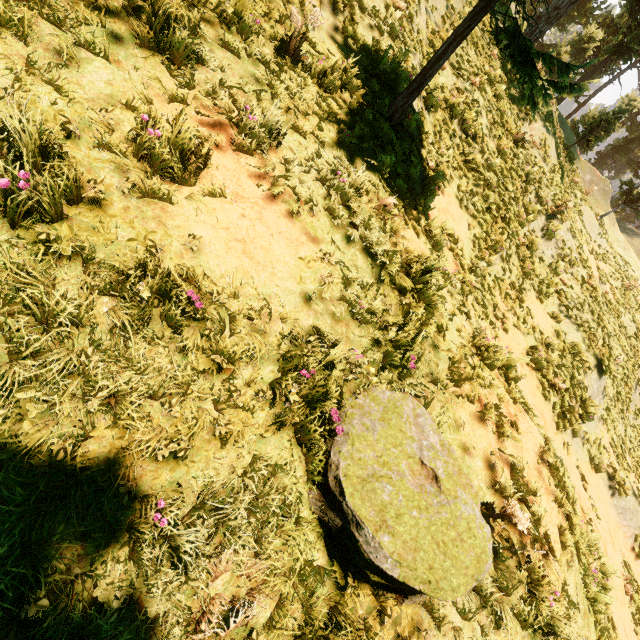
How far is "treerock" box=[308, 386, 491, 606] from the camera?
2.19m

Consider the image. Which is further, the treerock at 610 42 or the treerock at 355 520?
the treerock at 610 42

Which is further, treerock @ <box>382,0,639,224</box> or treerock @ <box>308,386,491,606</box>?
treerock @ <box>382,0,639,224</box>

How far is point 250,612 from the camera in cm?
203

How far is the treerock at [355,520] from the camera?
2.2 meters

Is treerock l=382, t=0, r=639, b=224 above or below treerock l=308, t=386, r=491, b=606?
above
